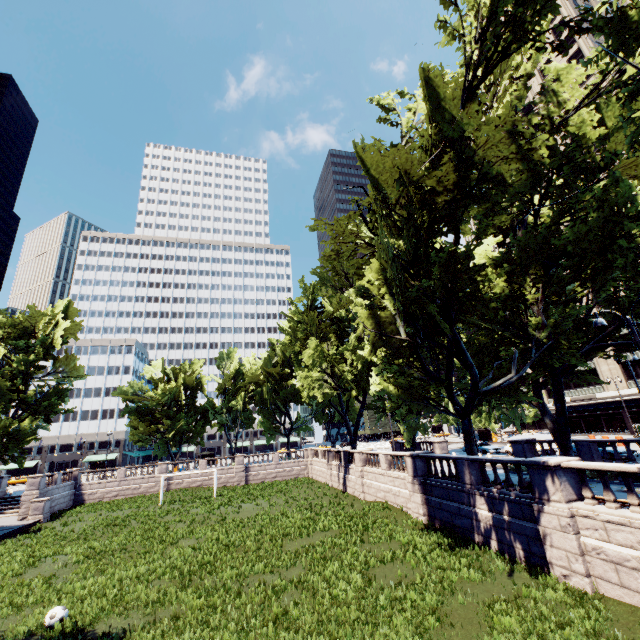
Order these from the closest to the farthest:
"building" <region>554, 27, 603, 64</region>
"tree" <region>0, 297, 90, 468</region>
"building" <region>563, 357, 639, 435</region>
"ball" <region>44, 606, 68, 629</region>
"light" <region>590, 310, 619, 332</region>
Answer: "ball" <region>44, 606, 68, 629</region> < "light" <region>590, 310, 619, 332</region> < "tree" <region>0, 297, 90, 468</region> < "building" <region>563, 357, 639, 435</region> < "building" <region>554, 27, 603, 64</region>

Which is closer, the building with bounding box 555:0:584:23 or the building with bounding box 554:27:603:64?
the building with bounding box 554:27:603:64

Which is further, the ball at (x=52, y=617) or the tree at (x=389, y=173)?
the tree at (x=389, y=173)

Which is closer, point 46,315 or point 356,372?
point 356,372

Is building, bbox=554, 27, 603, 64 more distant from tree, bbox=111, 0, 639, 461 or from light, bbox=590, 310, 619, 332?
light, bbox=590, 310, 619, 332

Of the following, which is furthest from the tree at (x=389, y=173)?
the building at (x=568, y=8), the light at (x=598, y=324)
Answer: the building at (x=568, y=8)
